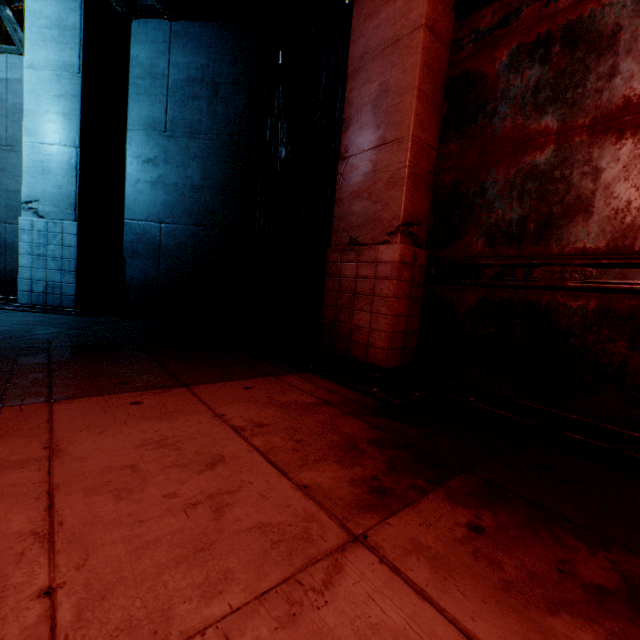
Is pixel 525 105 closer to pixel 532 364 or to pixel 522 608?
pixel 532 364
